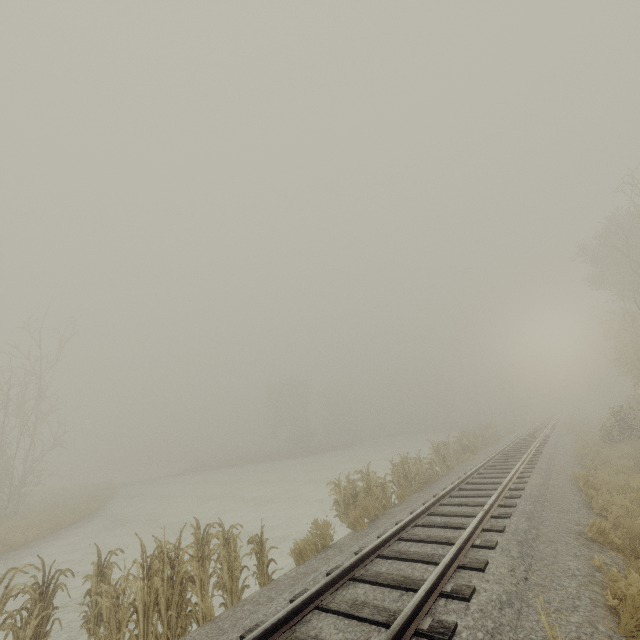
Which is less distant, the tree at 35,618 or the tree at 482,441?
the tree at 35,618

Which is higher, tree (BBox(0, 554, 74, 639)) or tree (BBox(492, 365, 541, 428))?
tree (BBox(492, 365, 541, 428))

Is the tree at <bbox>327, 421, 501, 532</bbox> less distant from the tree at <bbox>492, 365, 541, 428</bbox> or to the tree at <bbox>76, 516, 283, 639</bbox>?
the tree at <bbox>76, 516, 283, 639</bbox>

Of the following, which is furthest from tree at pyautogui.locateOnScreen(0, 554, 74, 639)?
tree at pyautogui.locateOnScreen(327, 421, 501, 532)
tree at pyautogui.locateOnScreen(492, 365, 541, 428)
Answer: tree at pyautogui.locateOnScreen(492, 365, 541, 428)

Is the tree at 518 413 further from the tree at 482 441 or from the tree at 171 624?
the tree at 171 624

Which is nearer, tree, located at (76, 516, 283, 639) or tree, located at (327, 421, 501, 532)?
tree, located at (76, 516, 283, 639)

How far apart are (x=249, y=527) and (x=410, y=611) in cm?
1116
